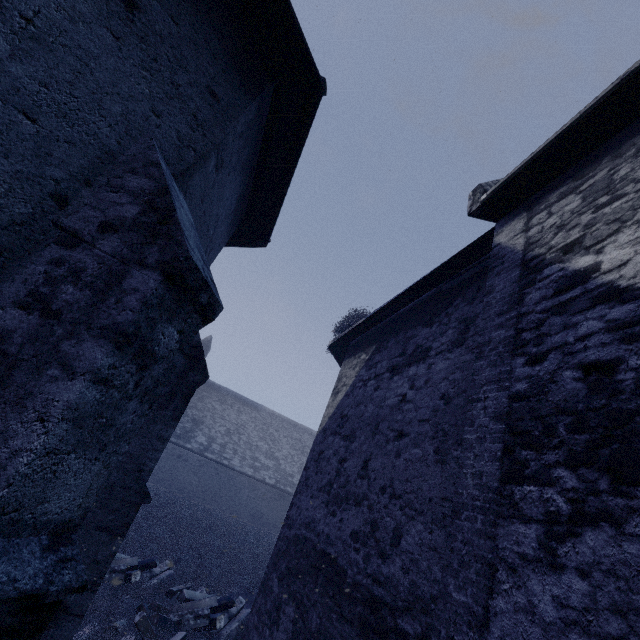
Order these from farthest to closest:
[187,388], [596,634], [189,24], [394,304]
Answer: [394,304]
[187,388]
[189,24]
[596,634]
